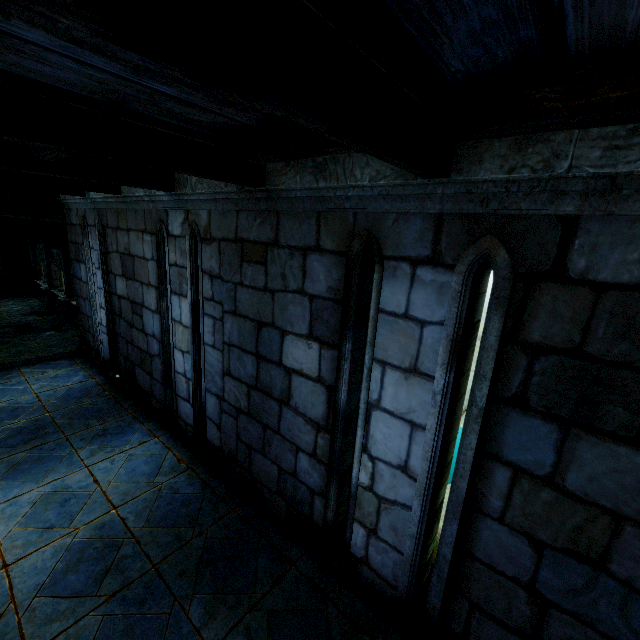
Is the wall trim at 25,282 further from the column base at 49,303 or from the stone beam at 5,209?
the stone beam at 5,209

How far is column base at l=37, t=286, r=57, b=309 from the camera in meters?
16.2

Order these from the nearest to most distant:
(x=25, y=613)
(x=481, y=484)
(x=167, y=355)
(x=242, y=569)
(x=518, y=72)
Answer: (x=518, y=72) → (x=481, y=484) → (x=25, y=613) → (x=242, y=569) → (x=167, y=355)

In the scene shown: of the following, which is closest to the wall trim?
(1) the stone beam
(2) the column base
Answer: (2) the column base

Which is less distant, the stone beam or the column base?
the stone beam

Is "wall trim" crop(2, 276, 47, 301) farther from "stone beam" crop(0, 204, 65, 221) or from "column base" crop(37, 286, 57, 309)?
"stone beam" crop(0, 204, 65, 221)

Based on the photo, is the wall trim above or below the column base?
above
